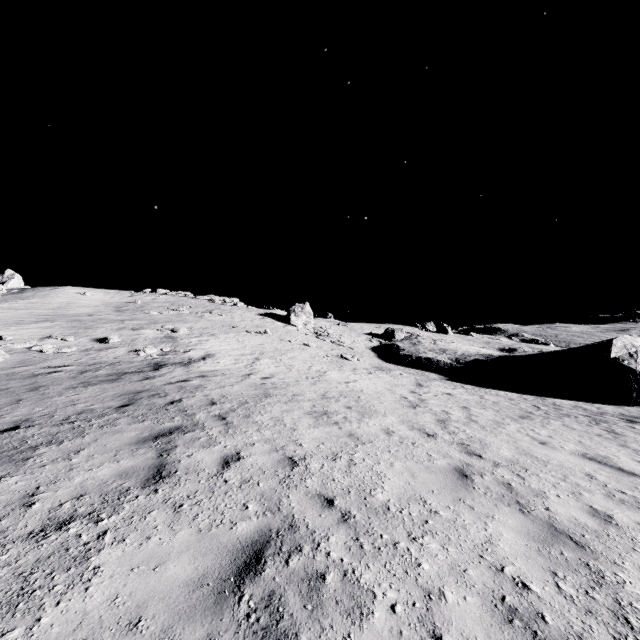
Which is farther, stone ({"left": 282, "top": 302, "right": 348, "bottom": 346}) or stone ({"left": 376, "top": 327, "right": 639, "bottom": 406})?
stone ({"left": 282, "top": 302, "right": 348, "bottom": 346})

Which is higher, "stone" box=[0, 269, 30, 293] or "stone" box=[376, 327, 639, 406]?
"stone" box=[0, 269, 30, 293]

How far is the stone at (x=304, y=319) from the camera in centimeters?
3417cm

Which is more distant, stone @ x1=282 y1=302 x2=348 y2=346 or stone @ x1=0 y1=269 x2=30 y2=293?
stone @ x1=0 y1=269 x2=30 y2=293

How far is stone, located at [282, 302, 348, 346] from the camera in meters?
34.2 m

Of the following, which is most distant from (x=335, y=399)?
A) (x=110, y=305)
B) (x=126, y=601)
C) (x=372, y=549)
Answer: (x=110, y=305)

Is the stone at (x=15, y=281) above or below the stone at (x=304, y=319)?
above

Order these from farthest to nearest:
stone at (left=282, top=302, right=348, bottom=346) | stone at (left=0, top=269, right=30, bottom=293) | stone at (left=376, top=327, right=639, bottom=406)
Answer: stone at (left=0, top=269, right=30, bottom=293) < stone at (left=282, top=302, right=348, bottom=346) < stone at (left=376, top=327, right=639, bottom=406)
